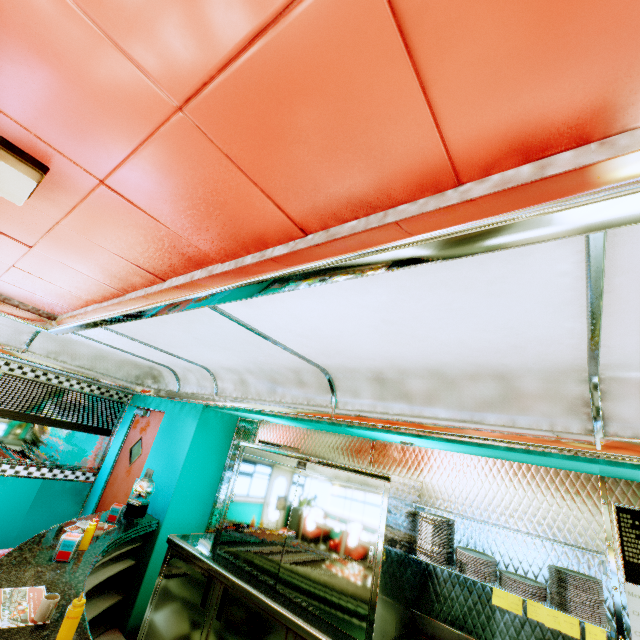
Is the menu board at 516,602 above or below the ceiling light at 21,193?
below

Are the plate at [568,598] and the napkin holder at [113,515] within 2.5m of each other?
no

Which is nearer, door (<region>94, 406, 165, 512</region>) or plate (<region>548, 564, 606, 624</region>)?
plate (<region>548, 564, 606, 624</region>)

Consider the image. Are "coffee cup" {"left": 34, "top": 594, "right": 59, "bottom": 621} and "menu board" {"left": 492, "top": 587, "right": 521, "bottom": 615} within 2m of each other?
no

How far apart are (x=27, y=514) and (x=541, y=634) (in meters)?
6.75

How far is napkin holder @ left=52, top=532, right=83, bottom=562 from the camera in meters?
2.6

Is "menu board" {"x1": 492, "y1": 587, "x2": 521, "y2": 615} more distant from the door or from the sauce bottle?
the door

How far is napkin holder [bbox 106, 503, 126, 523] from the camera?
3.73m
